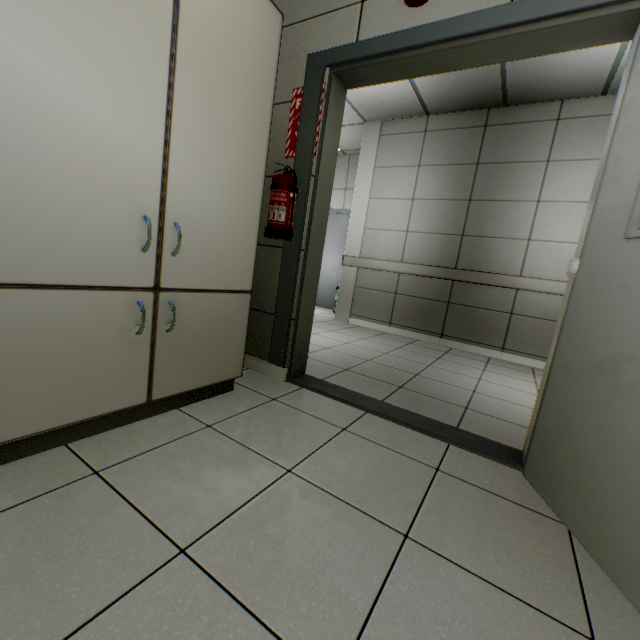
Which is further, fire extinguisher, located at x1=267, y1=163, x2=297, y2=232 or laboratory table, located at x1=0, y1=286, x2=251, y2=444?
fire extinguisher, located at x1=267, y1=163, x2=297, y2=232

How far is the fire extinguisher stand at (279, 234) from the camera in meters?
2.1 m

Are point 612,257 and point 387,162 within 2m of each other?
no

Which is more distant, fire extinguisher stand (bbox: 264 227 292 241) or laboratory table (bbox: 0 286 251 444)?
fire extinguisher stand (bbox: 264 227 292 241)

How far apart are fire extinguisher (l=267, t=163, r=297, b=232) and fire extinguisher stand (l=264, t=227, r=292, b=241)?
0.02m

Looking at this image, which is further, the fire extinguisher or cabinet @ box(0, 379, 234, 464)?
the fire extinguisher

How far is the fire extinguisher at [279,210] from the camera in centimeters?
204cm
